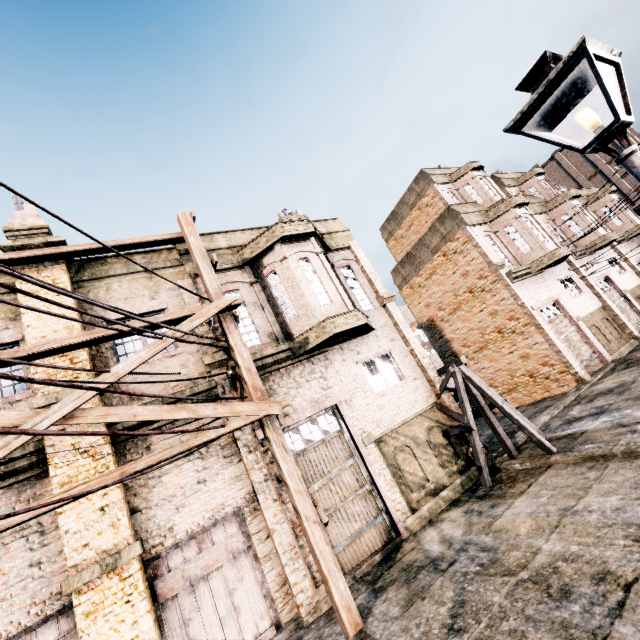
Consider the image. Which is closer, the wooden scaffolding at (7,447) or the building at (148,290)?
the wooden scaffolding at (7,447)

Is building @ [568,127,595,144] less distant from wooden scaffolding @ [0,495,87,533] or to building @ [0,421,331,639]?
building @ [0,421,331,639]

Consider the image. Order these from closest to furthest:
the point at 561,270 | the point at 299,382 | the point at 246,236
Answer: the point at 299,382 → the point at 246,236 → the point at 561,270

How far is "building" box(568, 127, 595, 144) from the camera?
54.6m

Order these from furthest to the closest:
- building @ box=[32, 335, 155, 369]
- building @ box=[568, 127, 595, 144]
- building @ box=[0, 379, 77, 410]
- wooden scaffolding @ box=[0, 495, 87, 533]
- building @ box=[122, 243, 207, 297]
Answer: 1. building @ box=[568, 127, 595, 144]
2. building @ box=[122, 243, 207, 297]
3. building @ box=[32, 335, 155, 369]
4. building @ box=[0, 379, 77, 410]
5. wooden scaffolding @ box=[0, 495, 87, 533]

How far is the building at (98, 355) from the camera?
8.52m

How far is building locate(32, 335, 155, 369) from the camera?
8.52m

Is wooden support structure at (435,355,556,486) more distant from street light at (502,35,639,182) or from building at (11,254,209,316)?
street light at (502,35,639,182)
